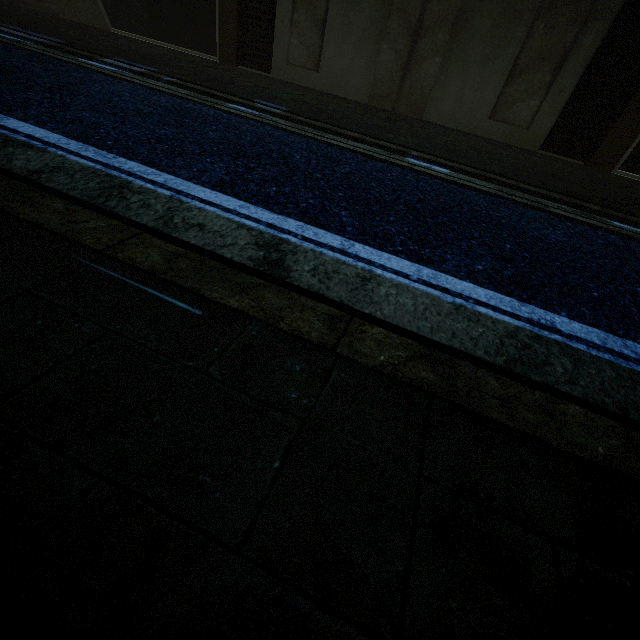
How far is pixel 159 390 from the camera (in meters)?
1.08
